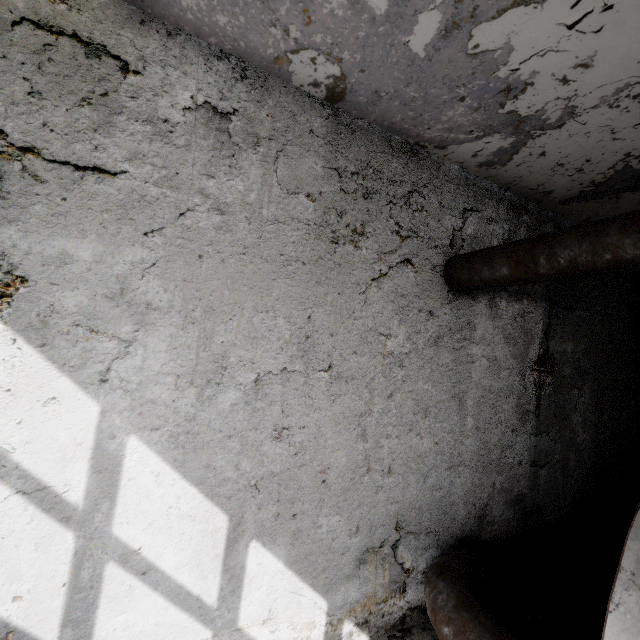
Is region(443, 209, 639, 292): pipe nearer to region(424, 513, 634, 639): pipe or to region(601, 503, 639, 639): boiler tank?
region(424, 513, 634, 639): pipe

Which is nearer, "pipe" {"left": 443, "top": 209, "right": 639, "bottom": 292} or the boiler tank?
the boiler tank

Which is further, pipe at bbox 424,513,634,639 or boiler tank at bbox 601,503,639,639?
pipe at bbox 424,513,634,639

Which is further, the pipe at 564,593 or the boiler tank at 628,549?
the pipe at 564,593

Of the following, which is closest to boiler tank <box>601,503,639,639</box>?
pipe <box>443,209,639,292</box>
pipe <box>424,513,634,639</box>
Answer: pipe <box>424,513,634,639</box>

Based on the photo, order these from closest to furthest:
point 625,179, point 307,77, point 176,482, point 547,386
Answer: point 176,482, point 307,77, point 625,179, point 547,386

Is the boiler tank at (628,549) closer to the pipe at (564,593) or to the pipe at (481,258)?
the pipe at (564,593)
